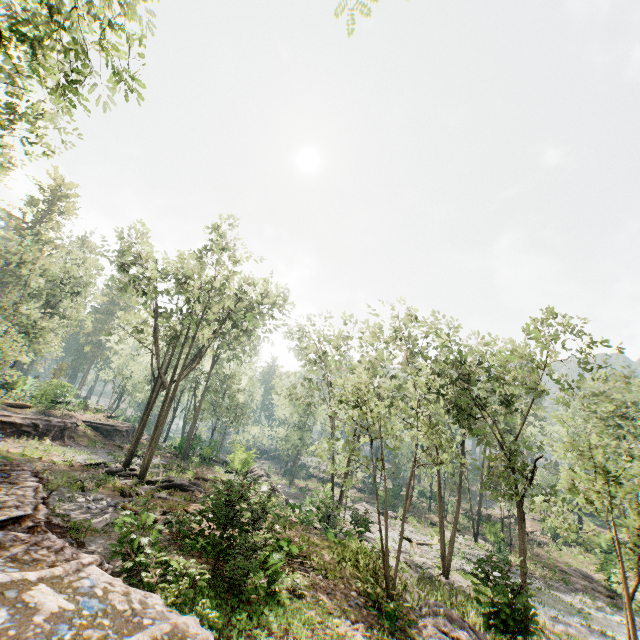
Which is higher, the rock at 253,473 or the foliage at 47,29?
the foliage at 47,29

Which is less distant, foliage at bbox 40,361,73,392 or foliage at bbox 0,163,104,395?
foliage at bbox 0,163,104,395

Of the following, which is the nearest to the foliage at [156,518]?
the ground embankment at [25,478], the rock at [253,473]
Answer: the rock at [253,473]

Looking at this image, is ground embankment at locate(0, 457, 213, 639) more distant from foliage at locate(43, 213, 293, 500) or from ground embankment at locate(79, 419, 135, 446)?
ground embankment at locate(79, 419, 135, 446)

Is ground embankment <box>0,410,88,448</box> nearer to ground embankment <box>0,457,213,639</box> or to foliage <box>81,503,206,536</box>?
ground embankment <box>0,457,213,639</box>

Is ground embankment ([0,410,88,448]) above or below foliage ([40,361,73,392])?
below

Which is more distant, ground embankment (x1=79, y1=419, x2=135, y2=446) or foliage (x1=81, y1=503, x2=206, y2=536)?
ground embankment (x1=79, y1=419, x2=135, y2=446)

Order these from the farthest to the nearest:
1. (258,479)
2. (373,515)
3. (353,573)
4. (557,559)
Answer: (373,515) → (557,559) → (258,479) → (353,573)
